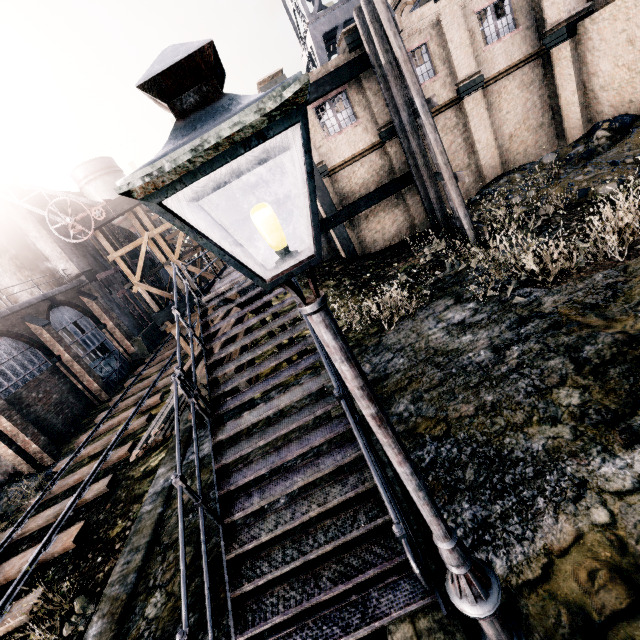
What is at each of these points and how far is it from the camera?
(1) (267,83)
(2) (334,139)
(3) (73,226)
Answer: (1) building, 15.8m
(2) building, 17.4m
(3) crane, 16.7m

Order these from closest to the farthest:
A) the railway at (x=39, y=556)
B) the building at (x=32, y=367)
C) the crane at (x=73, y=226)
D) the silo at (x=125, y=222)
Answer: the railway at (x=39, y=556) < the crane at (x=73, y=226) < the building at (x=32, y=367) < the silo at (x=125, y=222)

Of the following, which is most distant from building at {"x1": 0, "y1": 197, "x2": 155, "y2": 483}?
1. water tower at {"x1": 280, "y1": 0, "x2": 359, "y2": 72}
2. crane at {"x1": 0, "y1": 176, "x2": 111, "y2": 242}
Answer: water tower at {"x1": 280, "y1": 0, "x2": 359, "y2": 72}

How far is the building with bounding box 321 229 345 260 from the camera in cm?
1956

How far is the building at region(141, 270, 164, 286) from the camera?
35.3 meters

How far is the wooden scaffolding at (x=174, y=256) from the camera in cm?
1812

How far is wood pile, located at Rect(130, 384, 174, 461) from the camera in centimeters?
1262cm
